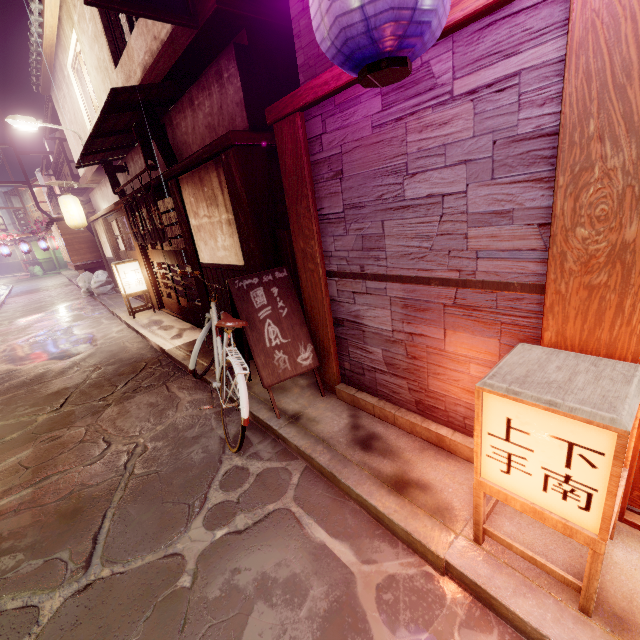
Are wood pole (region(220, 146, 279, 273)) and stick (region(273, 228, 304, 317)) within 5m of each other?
yes

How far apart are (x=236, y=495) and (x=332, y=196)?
5.00m

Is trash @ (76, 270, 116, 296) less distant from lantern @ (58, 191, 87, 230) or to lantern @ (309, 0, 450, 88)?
lantern @ (58, 191, 87, 230)

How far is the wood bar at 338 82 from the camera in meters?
4.2

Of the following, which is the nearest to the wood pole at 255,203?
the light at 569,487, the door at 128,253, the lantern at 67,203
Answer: the light at 569,487

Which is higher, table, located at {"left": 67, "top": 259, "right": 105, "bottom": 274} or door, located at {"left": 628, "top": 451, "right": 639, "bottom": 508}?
table, located at {"left": 67, "top": 259, "right": 105, "bottom": 274}

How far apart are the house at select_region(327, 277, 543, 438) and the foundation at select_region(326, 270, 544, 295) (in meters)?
0.01

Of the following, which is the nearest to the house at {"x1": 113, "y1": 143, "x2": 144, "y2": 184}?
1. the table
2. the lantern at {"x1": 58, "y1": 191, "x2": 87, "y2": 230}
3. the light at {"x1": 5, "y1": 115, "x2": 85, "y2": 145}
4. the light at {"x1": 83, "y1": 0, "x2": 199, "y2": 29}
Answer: the light at {"x1": 83, "y1": 0, "x2": 199, "y2": 29}
